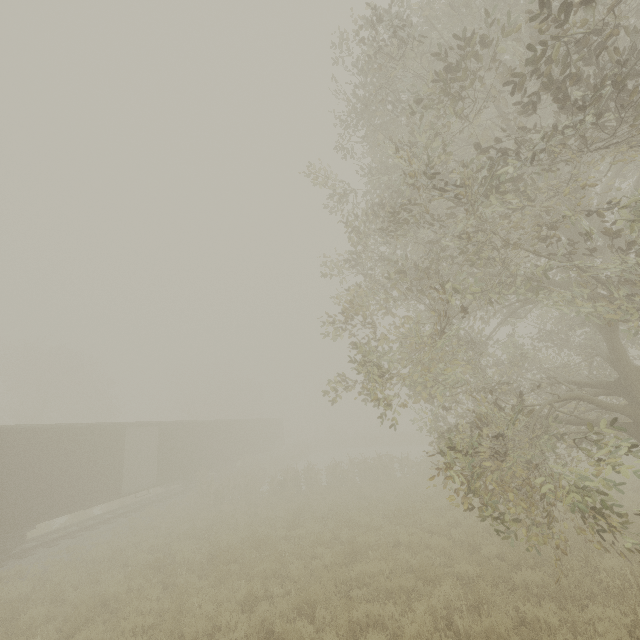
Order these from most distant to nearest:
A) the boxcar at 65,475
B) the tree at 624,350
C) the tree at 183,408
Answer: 1. the tree at 183,408
2. the boxcar at 65,475
3. the tree at 624,350

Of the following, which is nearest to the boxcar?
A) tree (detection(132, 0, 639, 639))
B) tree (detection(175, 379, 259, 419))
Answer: tree (detection(132, 0, 639, 639))

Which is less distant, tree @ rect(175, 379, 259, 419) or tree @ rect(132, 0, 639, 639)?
tree @ rect(132, 0, 639, 639)

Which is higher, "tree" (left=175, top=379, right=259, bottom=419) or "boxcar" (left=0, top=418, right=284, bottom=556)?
"tree" (left=175, top=379, right=259, bottom=419)

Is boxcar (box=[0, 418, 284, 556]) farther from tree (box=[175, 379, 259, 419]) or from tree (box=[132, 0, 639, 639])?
tree (box=[175, 379, 259, 419])

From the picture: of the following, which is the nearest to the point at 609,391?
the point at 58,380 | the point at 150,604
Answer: the point at 150,604

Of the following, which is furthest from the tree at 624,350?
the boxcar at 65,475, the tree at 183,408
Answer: the tree at 183,408
